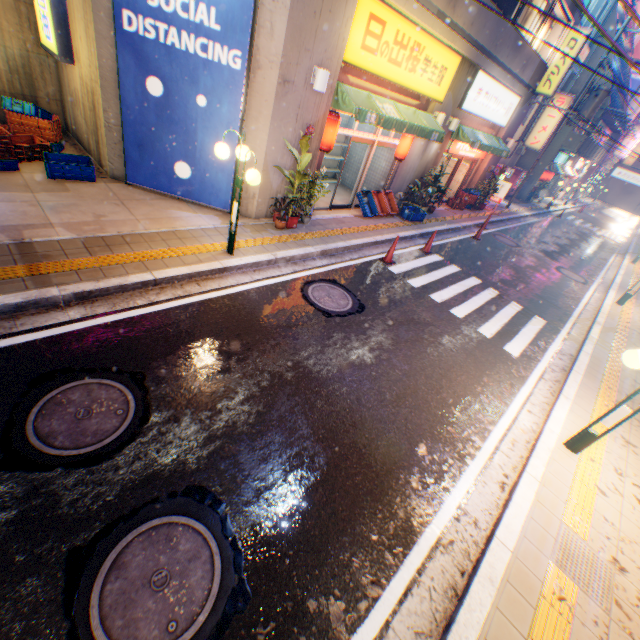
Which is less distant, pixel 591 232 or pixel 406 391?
pixel 406 391

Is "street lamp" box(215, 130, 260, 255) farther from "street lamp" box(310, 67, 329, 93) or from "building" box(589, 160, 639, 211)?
"building" box(589, 160, 639, 211)

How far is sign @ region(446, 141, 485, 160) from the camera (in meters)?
14.20

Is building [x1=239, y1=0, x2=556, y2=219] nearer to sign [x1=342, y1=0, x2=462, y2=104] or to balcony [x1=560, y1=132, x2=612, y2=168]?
sign [x1=342, y1=0, x2=462, y2=104]

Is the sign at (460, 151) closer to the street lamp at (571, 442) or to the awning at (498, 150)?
the awning at (498, 150)

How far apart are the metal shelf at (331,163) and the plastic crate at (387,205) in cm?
254

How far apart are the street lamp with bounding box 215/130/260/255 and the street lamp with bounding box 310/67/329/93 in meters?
2.6 m

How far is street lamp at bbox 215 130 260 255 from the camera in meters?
5.8
